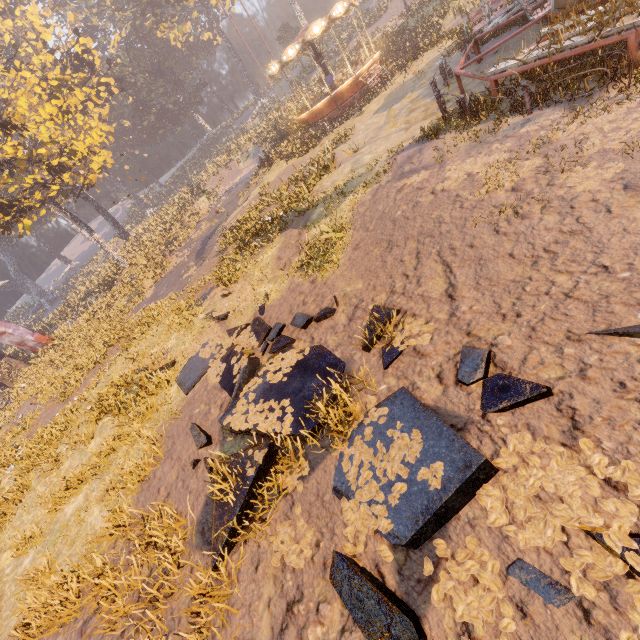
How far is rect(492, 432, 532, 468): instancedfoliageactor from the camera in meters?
3.4

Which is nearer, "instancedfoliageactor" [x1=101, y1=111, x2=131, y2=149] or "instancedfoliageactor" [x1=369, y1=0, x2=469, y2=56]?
"instancedfoliageactor" [x1=369, y1=0, x2=469, y2=56]

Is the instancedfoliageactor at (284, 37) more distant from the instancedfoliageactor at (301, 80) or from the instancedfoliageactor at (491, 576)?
the instancedfoliageactor at (491, 576)

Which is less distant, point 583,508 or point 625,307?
point 583,508

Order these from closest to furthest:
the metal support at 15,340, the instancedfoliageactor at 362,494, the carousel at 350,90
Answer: the instancedfoliageactor at 362,494
the carousel at 350,90
the metal support at 15,340

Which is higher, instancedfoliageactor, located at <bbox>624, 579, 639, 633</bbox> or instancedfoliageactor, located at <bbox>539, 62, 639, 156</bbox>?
instancedfoliageactor, located at <bbox>539, 62, 639, 156</bbox>

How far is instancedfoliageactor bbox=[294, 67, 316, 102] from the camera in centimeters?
3336cm

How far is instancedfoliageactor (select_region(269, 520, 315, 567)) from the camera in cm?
404
